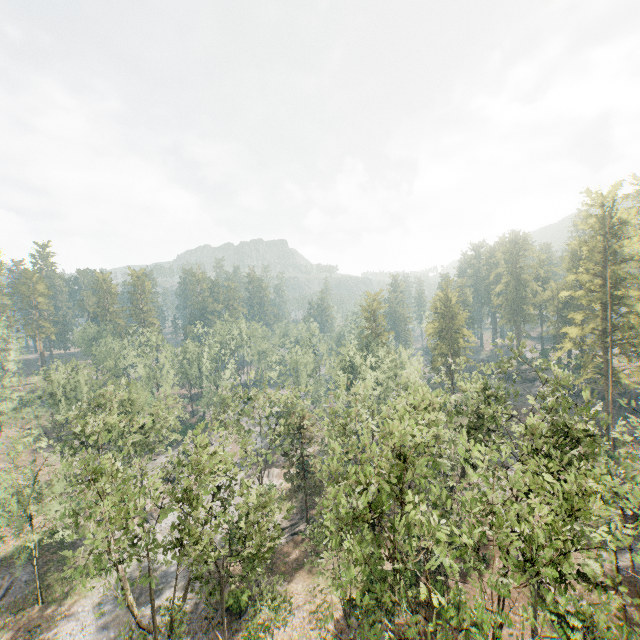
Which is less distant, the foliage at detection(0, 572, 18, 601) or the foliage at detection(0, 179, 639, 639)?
the foliage at detection(0, 179, 639, 639)

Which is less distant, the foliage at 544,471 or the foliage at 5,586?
the foliage at 544,471

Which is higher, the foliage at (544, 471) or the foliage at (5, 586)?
the foliage at (544, 471)

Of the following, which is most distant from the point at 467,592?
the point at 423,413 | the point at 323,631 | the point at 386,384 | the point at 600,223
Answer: the point at 600,223

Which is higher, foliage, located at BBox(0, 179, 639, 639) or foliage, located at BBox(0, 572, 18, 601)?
foliage, located at BBox(0, 179, 639, 639)
